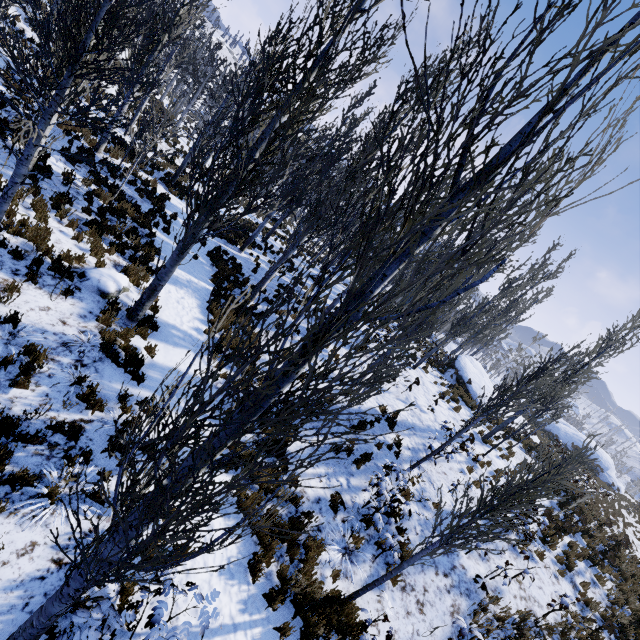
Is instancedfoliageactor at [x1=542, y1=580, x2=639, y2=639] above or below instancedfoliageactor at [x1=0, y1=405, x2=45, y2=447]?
above

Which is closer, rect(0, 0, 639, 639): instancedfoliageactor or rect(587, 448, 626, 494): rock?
rect(0, 0, 639, 639): instancedfoliageactor

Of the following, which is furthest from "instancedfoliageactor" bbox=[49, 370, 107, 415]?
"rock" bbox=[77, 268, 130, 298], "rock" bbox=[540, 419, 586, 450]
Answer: "rock" bbox=[540, 419, 586, 450]

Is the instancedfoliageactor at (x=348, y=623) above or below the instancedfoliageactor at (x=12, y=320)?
above

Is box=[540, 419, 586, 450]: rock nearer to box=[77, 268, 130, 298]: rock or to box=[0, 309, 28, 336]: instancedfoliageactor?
box=[0, 309, 28, 336]: instancedfoliageactor

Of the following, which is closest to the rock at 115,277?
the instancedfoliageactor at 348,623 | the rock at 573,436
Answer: the instancedfoliageactor at 348,623

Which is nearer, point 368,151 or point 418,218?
point 368,151

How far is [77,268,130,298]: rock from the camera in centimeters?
740cm
